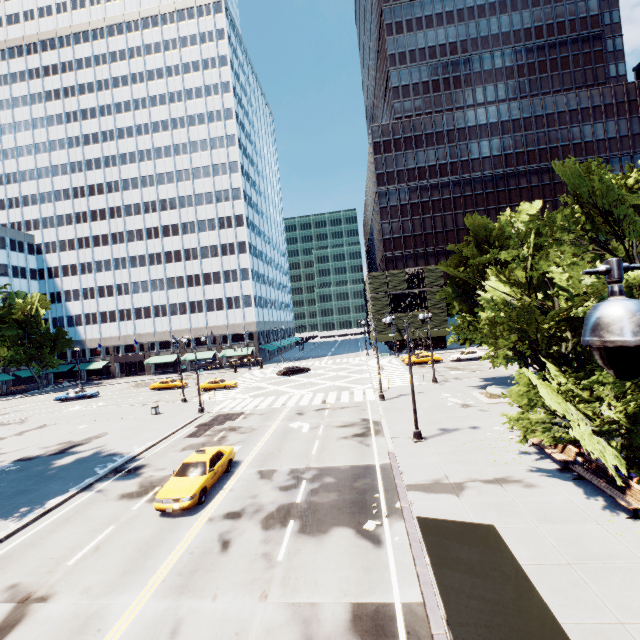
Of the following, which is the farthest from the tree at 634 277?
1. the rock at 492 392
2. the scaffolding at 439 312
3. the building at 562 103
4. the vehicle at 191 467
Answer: the building at 562 103

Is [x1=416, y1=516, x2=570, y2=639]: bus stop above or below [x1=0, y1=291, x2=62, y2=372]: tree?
below

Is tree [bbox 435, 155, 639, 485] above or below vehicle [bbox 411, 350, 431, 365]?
above

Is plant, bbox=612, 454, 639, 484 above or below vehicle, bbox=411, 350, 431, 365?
below

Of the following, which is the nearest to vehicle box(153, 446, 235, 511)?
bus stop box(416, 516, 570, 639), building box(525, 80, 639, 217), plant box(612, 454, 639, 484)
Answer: bus stop box(416, 516, 570, 639)

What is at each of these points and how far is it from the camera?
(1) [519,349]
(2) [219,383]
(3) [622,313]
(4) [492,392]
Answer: (1) tree, 15.60m
(2) vehicle, 41.69m
(3) light, 2.19m
(4) rock, 24.73m

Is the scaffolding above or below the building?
below

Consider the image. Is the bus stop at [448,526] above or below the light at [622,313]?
below
